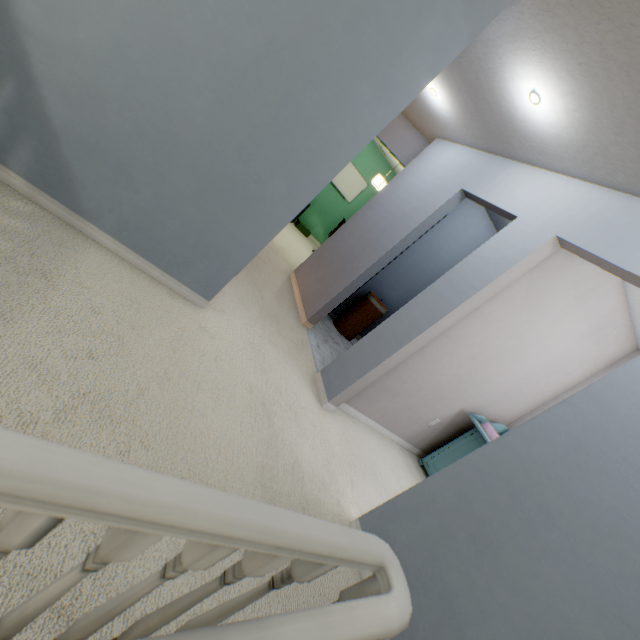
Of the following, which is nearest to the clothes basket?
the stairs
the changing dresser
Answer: the changing dresser

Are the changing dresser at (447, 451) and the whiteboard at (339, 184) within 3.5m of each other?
no

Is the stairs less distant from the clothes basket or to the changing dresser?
the changing dresser

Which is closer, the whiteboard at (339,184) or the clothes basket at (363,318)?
the clothes basket at (363,318)

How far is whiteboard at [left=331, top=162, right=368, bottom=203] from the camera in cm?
732

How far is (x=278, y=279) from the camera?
4.0 meters

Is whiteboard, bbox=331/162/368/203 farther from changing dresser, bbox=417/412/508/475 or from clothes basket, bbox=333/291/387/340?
changing dresser, bbox=417/412/508/475

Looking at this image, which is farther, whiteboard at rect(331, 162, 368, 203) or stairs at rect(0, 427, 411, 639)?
whiteboard at rect(331, 162, 368, 203)
